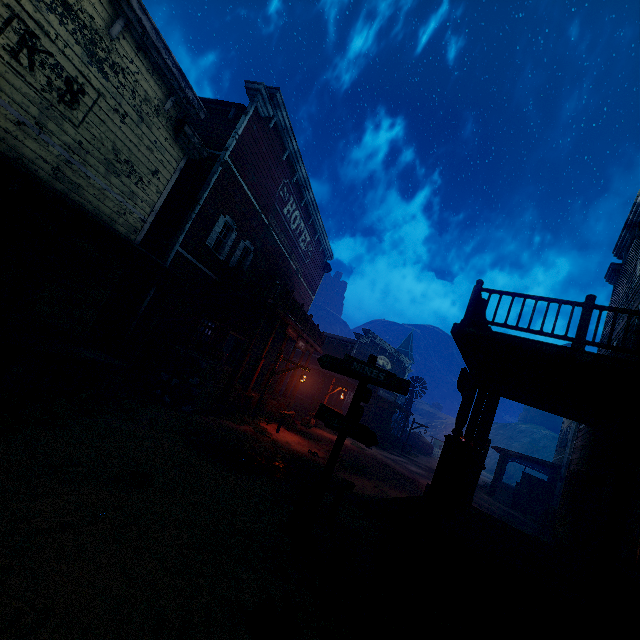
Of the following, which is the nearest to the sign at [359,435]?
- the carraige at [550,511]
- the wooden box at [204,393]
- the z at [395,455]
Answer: the z at [395,455]

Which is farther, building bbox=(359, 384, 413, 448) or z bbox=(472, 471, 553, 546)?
building bbox=(359, 384, 413, 448)

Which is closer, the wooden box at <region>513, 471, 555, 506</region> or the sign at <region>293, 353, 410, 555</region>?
the sign at <region>293, 353, 410, 555</region>

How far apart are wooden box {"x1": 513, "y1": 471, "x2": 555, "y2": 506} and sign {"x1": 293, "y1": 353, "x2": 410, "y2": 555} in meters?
25.1 m

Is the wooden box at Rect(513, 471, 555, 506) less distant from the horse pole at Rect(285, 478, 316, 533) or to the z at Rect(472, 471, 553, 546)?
the z at Rect(472, 471, 553, 546)

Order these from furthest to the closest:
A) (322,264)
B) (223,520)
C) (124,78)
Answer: (322,264) → (124,78) → (223,520)

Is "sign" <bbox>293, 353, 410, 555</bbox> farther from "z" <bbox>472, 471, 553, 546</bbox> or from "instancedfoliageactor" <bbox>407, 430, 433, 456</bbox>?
"instancedfoliageactor" <bbox>407, 430, 433, 456</bbox>

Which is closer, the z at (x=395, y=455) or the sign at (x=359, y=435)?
the z at (x=395, y=455)
